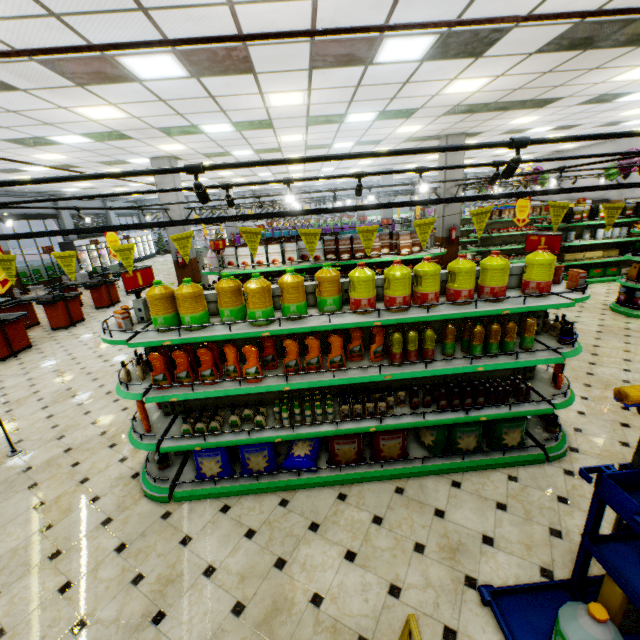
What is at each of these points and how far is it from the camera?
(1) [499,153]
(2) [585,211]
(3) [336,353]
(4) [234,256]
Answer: Result:
(1) building, 17.2m
(2) boxed tea, 9.8m
(3) frying oil, 3.2m
(4) packaged food, 6.4m

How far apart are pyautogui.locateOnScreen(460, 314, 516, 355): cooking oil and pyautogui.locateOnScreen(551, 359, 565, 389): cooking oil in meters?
0.7

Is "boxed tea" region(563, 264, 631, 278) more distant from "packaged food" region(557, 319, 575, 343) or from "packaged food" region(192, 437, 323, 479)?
"packaged food" region(192, 437, 323, 479)

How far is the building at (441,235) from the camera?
11.9m

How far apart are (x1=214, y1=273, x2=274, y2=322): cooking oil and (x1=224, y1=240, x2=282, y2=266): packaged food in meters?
3.1 m

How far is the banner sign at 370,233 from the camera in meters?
3.0 m

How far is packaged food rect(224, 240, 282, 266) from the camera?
6.2 meters

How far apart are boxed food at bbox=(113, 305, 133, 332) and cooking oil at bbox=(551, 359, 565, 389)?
4.7 meters
